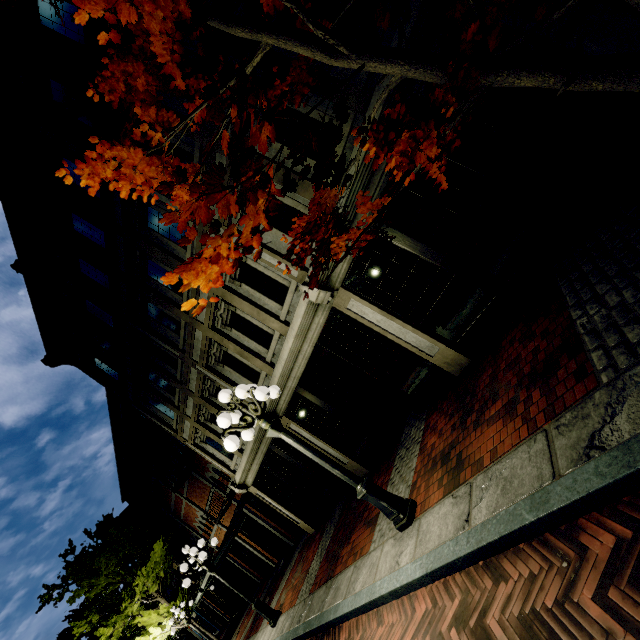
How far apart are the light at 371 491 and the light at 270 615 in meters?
6.8 m

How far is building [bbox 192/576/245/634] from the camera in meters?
25.2

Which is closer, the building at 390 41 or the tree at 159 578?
the building at 390 41

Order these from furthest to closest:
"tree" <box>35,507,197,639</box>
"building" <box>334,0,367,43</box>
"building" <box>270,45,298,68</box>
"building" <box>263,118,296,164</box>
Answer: "tree" <box>35,507,197,639</box> → "building" <box>263,118,296,164</box> → "building" <box>270,45,298,68</box> → "building" <box>334,0,367,43</box>

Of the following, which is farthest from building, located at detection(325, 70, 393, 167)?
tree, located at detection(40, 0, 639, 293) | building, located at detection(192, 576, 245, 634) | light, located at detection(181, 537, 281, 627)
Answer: building, located at detection(192, 576, 245, 634)

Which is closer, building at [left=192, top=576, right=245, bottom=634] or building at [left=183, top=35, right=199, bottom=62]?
building at [left=183, top=35, right=199, bottom=62]

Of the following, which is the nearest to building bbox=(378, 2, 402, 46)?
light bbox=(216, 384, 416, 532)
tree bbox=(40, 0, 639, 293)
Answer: tree bbox=(40, 0, 639, 293)

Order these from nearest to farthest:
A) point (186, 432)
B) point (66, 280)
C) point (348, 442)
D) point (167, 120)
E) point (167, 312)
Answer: point (167, 120) → point (348, 442) → point (167, 312) → point (66, 280) → point (186, 432)
